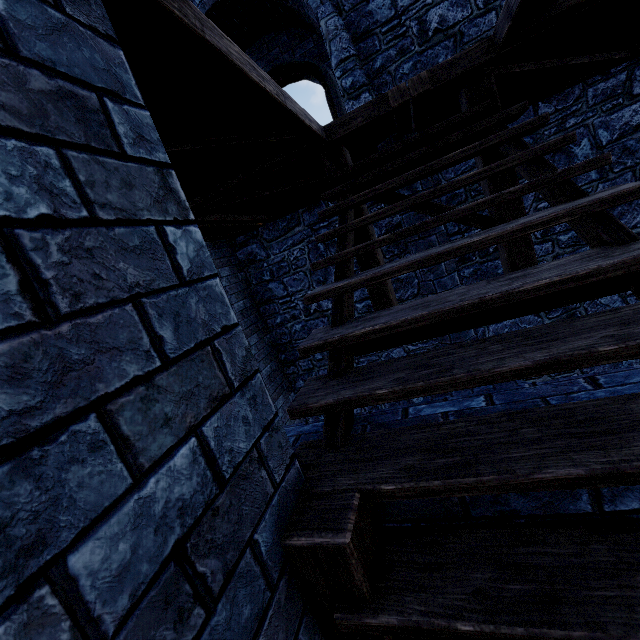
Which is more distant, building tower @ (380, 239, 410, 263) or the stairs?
building tower @ (380, 239, 410, 263)

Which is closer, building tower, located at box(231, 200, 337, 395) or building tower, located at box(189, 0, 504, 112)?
building tower, located at box(189, 0, 504, 112)

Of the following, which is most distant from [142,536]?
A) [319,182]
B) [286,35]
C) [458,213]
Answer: [286,35]

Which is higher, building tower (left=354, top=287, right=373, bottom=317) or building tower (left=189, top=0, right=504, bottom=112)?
building tower (left=189, top=0, right=504, bottom=112)

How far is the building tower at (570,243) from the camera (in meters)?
5.16
